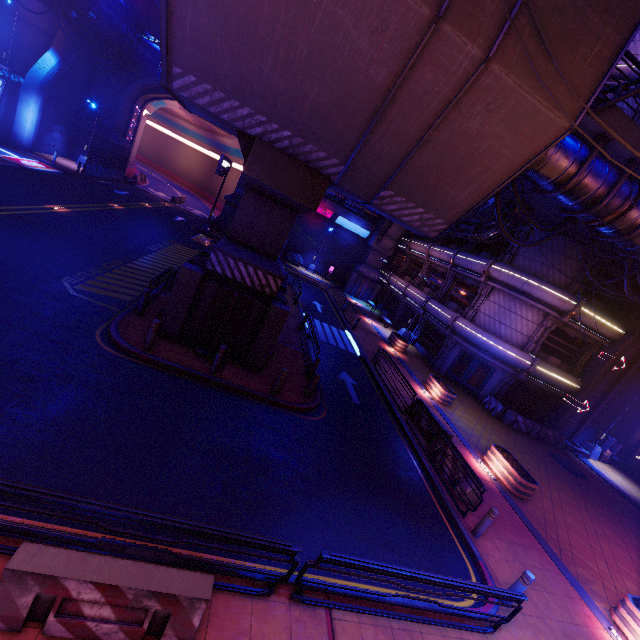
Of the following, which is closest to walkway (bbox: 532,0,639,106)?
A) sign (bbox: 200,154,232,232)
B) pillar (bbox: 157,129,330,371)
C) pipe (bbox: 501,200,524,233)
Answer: pillar (bbox: 157,129,330,371)

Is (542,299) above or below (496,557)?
above

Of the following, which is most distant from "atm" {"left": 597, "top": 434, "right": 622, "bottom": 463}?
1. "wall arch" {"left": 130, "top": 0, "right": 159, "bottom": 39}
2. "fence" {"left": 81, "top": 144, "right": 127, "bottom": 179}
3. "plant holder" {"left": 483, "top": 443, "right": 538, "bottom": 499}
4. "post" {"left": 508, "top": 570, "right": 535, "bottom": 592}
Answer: "fence" {"left": 81, "top": 144, "right": 127, "bottom": 179}

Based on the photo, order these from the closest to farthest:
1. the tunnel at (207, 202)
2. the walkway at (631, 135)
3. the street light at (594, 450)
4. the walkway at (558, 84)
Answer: the walkway at (558, 84) → the walkway at (631, 135) → the street light at (594, 450) → the tunnel at (207, 202)

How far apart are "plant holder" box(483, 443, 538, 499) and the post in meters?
6.0 m

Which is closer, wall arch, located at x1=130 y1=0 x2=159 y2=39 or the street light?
the street light

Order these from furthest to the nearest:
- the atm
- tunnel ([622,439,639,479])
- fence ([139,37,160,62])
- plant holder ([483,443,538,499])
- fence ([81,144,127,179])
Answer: fence ([81,144,127,179]) → fence ([139,37,160,62]) → tunnel ([622,439,639,479]) → the atm → plant holder ([483,443,538,499])

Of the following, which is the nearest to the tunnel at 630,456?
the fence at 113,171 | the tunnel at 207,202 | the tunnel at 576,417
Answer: the tunnel at 576,417
